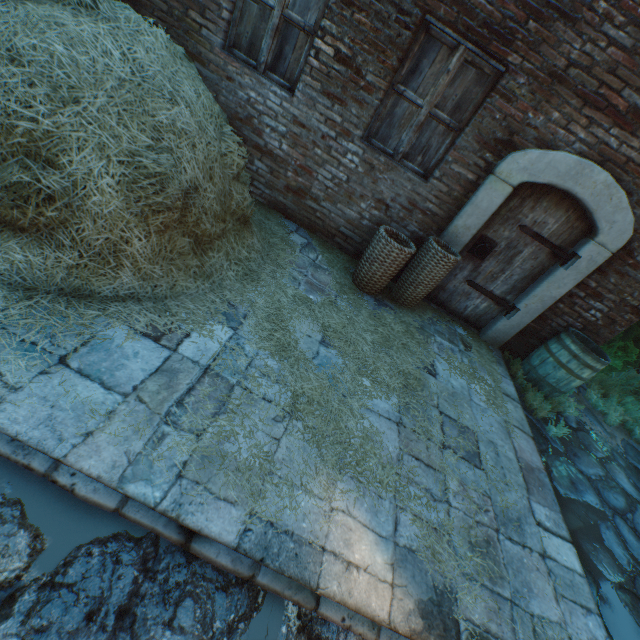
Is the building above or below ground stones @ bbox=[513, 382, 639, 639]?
above

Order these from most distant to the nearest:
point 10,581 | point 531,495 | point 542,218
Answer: point 542,218, point 531,495, point 10,581

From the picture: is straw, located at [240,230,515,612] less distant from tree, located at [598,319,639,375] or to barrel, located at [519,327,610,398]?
barrel, located at [519,327,610,398]

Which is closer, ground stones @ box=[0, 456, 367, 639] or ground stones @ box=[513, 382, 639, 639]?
ground stones @ box=[0, 456, 367, 639]

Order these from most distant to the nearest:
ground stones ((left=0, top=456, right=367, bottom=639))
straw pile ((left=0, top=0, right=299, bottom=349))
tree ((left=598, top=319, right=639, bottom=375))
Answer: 1. tree ((left=598, top=319, right=639, bottom=375))
2. straw pile ((left=0, top=0, right=299, bottom=349))
3. ground stones ((left=0, top=456, right=367, bottom=639))

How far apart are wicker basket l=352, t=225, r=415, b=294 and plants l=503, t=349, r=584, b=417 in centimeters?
242cm

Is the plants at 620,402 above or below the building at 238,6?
below

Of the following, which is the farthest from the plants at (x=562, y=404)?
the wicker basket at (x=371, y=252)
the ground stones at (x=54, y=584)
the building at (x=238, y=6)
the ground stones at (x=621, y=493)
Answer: the ground stones at (x=54, y=584)
